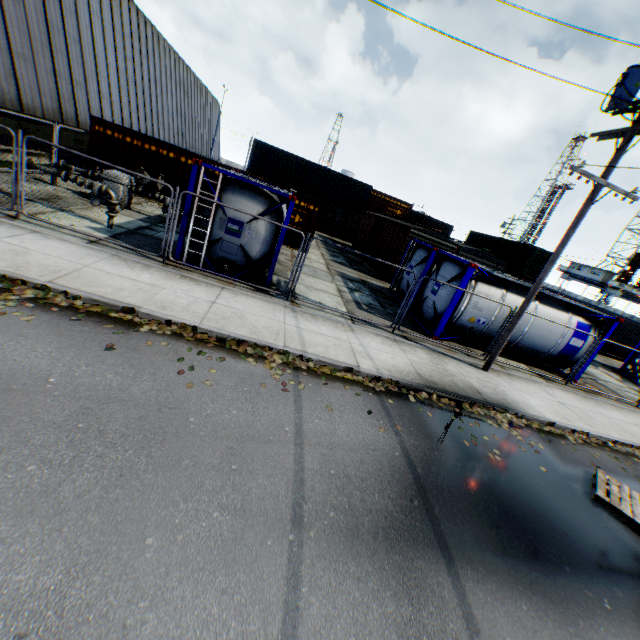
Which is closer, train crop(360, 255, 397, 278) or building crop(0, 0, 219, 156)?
building crop(0, 0, 219, 156)

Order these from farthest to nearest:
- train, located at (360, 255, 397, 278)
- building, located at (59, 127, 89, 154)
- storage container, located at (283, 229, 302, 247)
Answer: train, located at (360, 255, 397, 278), storage container, located at (283, 229, 302, 247), building, located at (59, 127, 89, 154)

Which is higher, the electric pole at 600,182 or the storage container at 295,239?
the electric pole at 600,182

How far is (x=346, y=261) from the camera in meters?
21.8 m

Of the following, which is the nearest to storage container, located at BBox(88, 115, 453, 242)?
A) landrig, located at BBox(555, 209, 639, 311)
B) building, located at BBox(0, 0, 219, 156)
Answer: building, located at BBox(0, 0, 219, 156)

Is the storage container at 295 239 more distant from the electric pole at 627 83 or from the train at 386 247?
the electric pole at 627 83

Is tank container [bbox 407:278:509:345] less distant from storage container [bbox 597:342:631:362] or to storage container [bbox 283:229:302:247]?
storage container [bbox 283:229:302:247]

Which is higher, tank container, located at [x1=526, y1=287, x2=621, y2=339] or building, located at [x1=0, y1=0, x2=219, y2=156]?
building, located at [x1=0, y1=0, x2=219, y2=156]
